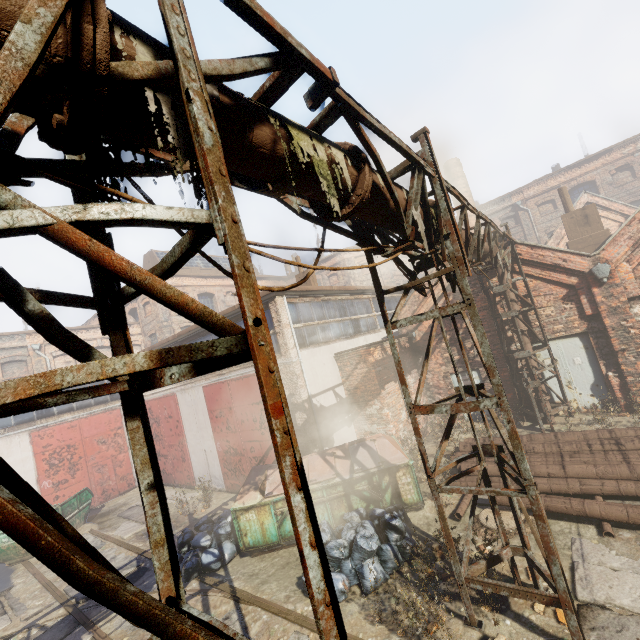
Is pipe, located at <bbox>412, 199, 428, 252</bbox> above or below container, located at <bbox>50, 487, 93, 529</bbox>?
above

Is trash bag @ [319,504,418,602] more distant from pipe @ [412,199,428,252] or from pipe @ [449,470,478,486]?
pipe @ [412,199,428,252]

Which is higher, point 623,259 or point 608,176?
point 608,176

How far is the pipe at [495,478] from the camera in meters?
7.6 m

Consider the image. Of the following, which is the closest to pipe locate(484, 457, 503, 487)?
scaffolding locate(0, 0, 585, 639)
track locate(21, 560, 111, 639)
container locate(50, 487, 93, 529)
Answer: scaffolding locate(0, 0, 585, 639)

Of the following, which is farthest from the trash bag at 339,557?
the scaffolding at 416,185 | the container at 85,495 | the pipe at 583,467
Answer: the container at 85,495

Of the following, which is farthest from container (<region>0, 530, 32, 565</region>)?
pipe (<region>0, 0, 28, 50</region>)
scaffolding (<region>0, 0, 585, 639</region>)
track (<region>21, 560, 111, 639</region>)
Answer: pipe (<region>0, 0, 28, 50</region>)

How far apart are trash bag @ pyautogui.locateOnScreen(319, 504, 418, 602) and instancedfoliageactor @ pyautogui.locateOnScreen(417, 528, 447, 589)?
0.29m
